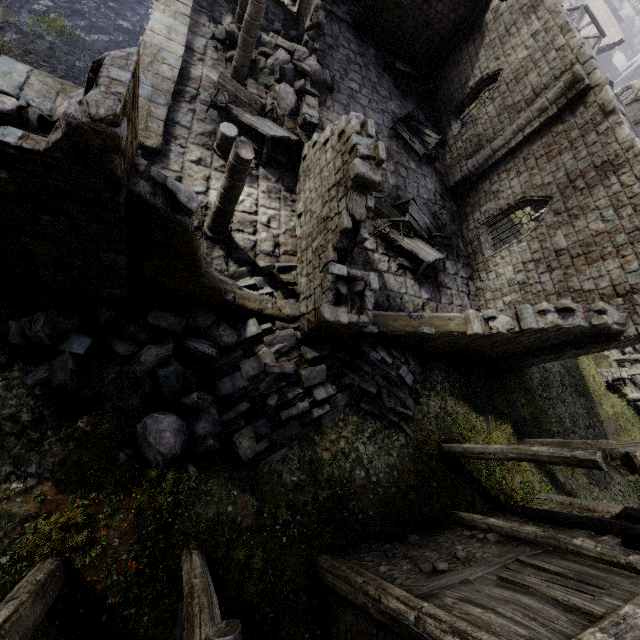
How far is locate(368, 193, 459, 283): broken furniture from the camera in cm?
1326

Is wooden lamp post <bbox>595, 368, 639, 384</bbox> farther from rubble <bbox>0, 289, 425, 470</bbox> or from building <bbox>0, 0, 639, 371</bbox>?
rubble <bbox>0, 289, 425, 470</bbox>

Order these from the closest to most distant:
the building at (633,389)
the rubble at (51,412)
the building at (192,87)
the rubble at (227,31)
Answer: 1. the building at (192,87)
2. the rubble at (51,412)
3. the rubble at (227,31)
4. the building at (633,389)

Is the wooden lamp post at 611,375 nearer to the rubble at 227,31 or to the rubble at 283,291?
the rubble at 283,291

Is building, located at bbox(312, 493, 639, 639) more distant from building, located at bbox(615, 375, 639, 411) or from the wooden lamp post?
the wooden lamp post

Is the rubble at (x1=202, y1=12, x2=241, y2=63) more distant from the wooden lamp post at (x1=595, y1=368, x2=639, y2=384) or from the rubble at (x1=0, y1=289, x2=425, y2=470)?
the wooden lamp post at (x1=595, y1=368, x2=639, y2=384)

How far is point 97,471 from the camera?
6.3m

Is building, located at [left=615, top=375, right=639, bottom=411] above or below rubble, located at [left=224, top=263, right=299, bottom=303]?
below
